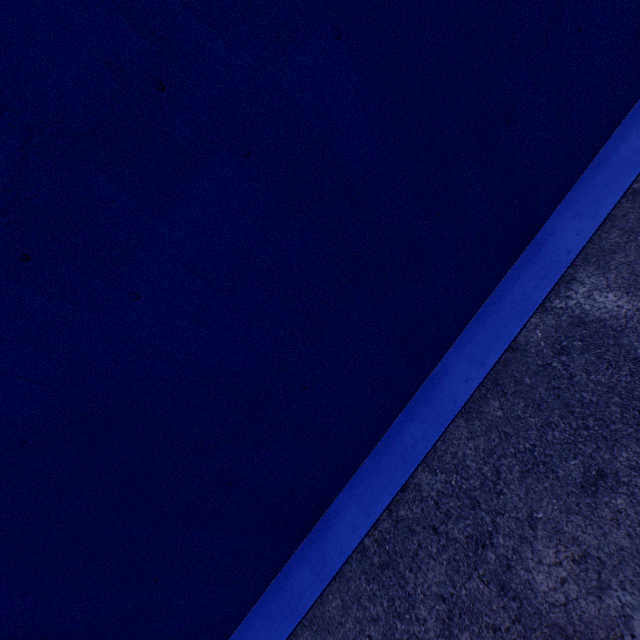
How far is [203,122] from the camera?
1.7m
